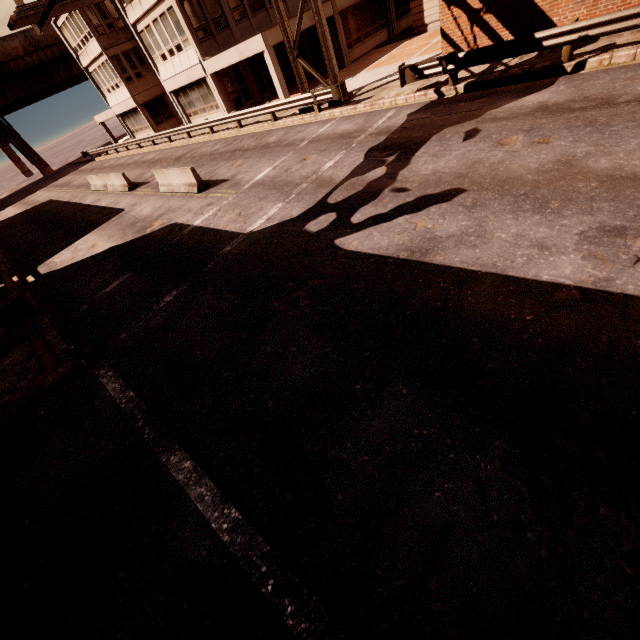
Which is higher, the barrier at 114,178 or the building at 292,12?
the building at 292,12

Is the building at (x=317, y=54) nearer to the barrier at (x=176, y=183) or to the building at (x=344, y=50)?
the building at (x=344, y=50)

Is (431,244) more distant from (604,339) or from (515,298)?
(604,339)

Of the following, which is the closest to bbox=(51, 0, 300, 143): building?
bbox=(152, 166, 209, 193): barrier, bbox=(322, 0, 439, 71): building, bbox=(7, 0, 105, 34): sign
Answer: bbox=(322, 0, 439, 71): building

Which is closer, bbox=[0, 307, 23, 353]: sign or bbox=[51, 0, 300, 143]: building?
bbox=[0, 307, 23, 353]: sign

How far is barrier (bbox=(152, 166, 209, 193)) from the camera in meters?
13.8

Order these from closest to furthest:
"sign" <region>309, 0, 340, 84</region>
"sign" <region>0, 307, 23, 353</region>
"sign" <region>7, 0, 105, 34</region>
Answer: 1. "sign" <region>7, 0, 105, 34</region>
2. "sign" <region>0, 307, 23, 353</region>
3. "sign" <region>309, 0, 340, 84</region>

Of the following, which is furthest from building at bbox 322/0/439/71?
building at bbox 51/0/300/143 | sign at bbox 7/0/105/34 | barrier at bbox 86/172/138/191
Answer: barrier at bbox 86/172/138/191
